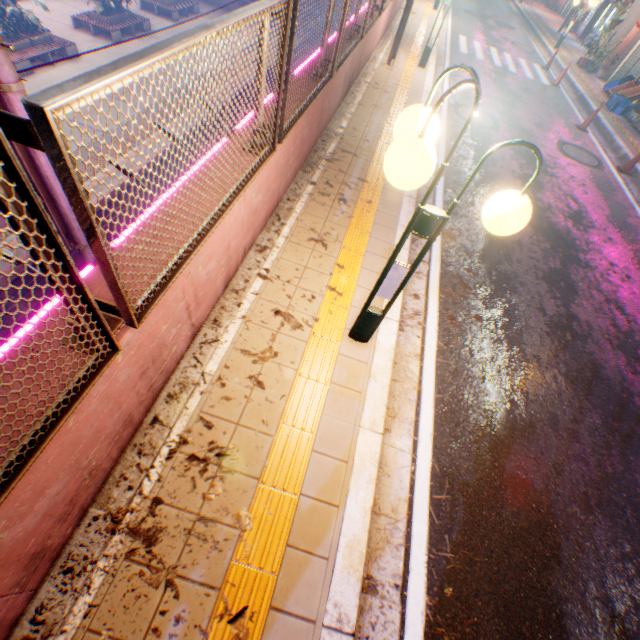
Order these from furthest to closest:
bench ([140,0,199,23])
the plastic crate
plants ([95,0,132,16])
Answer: bench ([140,0,199,23]) → plants ([95,0,132,16]) → the plastic crate

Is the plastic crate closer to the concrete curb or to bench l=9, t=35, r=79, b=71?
the concrete curb

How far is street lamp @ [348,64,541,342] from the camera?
1.7m

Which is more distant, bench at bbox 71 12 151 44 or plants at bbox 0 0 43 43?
bench at bbox 71 12 151 44

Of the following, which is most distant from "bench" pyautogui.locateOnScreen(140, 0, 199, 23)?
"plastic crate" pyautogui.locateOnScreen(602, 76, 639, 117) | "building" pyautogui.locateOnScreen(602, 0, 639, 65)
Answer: "plastic crate" pyautogui.locateOnScreen(602, 76, 639, 117)

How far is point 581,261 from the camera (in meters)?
5.93

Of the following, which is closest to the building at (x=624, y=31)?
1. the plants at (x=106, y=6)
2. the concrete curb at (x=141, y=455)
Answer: the concrete curb at (x=141, y=455)

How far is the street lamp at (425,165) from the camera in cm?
166
